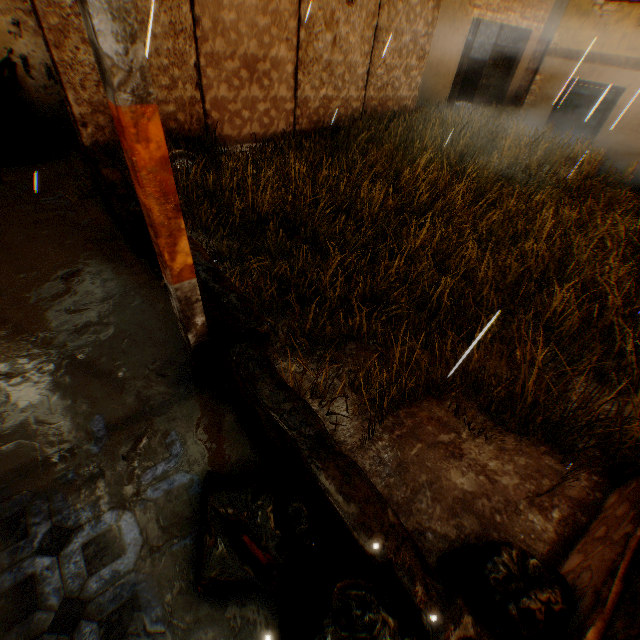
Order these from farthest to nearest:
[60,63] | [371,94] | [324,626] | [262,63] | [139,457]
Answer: [371,94], [262,63], [60,63], [139,457], [324,626]

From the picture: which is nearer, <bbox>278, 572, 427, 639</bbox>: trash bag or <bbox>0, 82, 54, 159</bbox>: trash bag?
<bbox>278, 572, 427, 639</bbox>: trash bag

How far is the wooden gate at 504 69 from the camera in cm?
1300

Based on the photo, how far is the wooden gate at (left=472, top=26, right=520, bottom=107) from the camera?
13.00m

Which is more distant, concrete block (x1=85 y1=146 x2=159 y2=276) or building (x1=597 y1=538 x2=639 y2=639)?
concrete block (x1=85 y1=146 x2=159 y2=276)

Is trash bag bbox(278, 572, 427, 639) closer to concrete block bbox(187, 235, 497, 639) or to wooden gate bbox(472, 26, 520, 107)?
concrete block bbox(187, 235, 497, 639)

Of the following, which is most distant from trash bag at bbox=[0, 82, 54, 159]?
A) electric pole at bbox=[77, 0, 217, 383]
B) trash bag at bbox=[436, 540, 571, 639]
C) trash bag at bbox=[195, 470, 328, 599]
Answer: trash bag at bbox=[436, 540, 571, 639]

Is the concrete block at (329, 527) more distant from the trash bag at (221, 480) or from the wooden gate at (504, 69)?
the wooden gate at (504, 69)
